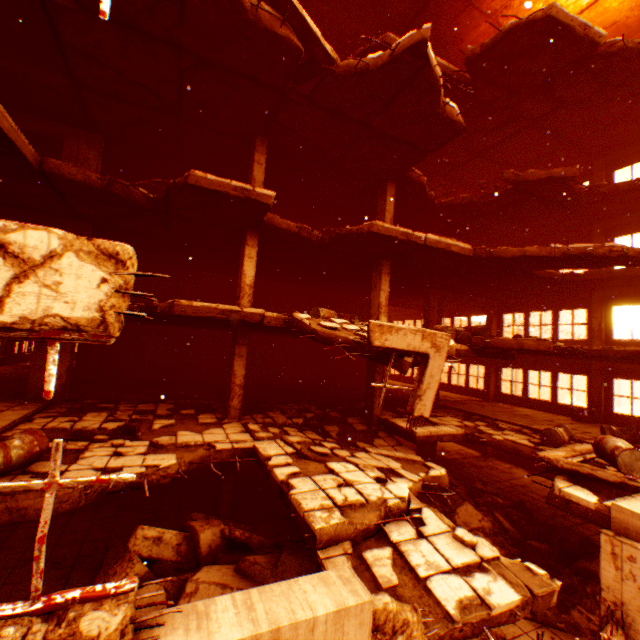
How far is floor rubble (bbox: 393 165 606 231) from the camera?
10.7 meters

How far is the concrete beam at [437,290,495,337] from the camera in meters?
16.5 m

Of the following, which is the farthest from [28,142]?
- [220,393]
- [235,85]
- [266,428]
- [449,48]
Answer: [449,48]

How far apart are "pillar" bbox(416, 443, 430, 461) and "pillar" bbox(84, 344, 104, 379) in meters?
15.1

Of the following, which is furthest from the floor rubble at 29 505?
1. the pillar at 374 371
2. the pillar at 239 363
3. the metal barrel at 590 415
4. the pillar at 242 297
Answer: the metal barrel at 590 415

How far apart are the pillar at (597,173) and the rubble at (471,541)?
16.2m

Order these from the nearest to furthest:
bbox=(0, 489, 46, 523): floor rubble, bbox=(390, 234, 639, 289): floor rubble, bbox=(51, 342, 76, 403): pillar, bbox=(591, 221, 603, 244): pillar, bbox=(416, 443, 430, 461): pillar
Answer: bbox=(0, 489, 46, 523): floor rubble → bbox=(390, 234, 639, 289): floor rubble → bbox=(51, 342, 76, 403): pillar → bbox=(591, 221, 603, 244): pillar → bbox=(416, 443, 430, 461): pillar

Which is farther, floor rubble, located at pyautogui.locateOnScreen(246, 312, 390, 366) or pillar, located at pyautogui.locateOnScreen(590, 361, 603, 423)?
pillar, located at pyautogui.locateOnScreen(590, 361, 603, 423)
